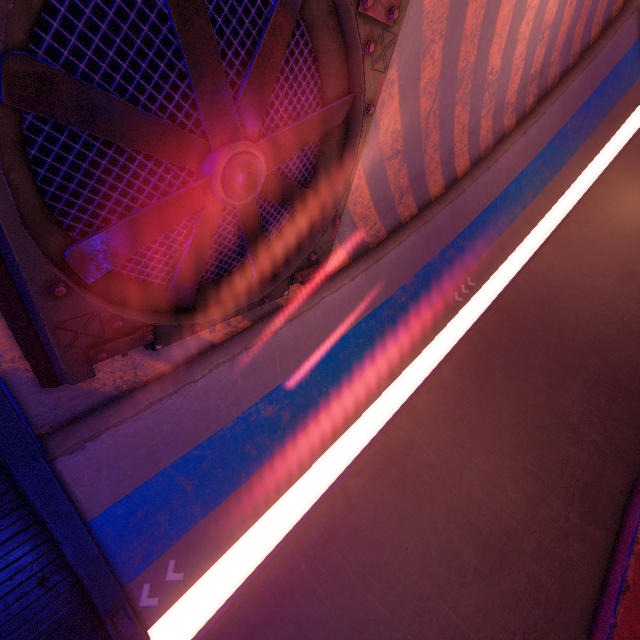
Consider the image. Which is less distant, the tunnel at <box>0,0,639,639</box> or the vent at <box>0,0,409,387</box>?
the vent at <box>0,0,409,387</box>

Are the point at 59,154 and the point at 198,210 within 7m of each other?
yes

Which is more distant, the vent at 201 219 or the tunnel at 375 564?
the tunnel at 375 564
